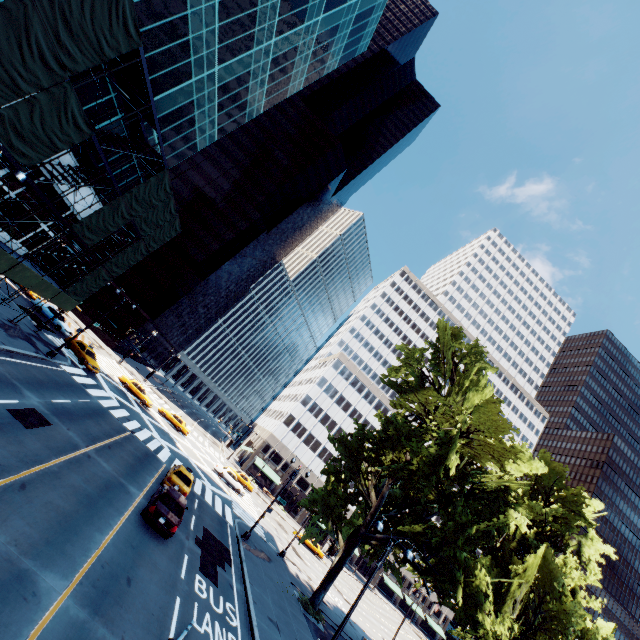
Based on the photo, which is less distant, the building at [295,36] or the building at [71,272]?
the building at [295,36]

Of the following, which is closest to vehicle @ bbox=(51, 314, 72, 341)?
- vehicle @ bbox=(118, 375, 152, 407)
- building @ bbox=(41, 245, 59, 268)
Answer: vehicle @ bbox=(118, 375, 152, 407)

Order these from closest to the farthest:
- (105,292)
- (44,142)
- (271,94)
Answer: (44,142) → (271,94) → (105,292)

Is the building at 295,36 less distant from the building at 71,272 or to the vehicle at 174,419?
the vehicle at 174,419

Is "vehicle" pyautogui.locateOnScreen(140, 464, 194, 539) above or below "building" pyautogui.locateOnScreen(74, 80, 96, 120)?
below

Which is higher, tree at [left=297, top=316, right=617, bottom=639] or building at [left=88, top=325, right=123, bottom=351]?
tree at [left=297, top=316, right=617, bottom=639]

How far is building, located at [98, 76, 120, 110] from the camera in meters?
20.2

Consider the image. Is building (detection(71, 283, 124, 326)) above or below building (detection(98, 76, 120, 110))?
below
